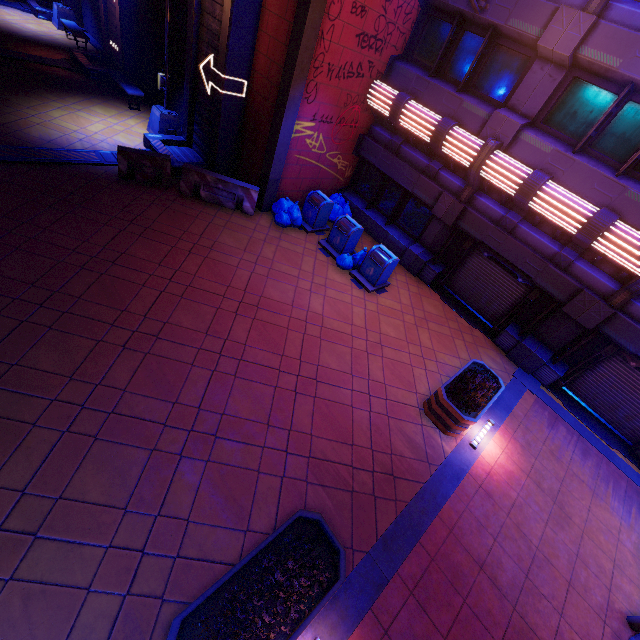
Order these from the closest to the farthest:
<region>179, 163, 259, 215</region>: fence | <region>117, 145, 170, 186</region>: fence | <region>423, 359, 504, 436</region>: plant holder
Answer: <region>423, 359, 504, 436</region>: plant holder → <region>117, 145, 170, 186</region>: fence → <region>179, 163, 259, 215</region>: fence

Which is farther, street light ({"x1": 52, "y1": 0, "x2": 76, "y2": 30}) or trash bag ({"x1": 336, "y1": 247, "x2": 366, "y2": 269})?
street light ({"x1": 52, "y1": 0, "x2": 76, "y2": 30})

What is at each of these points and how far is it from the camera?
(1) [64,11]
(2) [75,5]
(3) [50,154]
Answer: (1) street light, 17.5m
(2) tunnel, 18.4m
(3) tunnel, 9.6m

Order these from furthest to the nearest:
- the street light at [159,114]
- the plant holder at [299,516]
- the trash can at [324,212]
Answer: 1. the trash can at [324,212]
2. the street light at [159,114]
3. the plant holder at [299,516]

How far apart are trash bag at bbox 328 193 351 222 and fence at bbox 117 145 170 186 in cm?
555

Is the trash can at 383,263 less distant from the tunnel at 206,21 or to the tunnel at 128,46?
the tunnel at 206,21

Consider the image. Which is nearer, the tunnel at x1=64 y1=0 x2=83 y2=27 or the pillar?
the pillar

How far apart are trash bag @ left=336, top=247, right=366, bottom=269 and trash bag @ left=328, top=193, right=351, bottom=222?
2.2 meters
